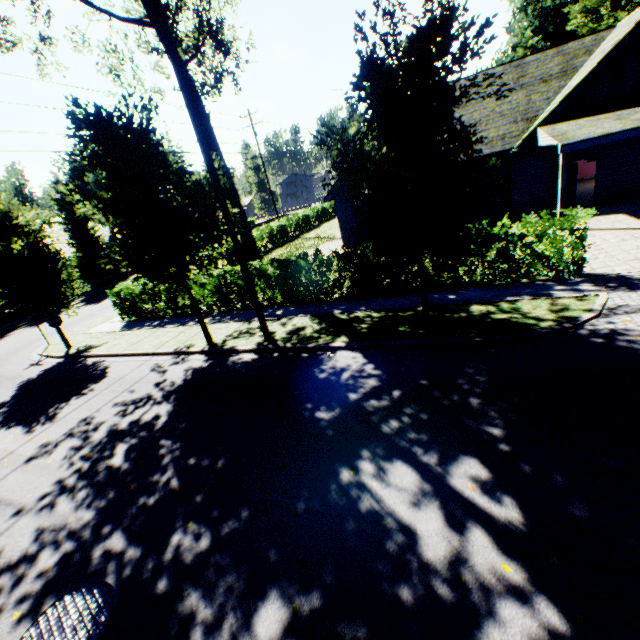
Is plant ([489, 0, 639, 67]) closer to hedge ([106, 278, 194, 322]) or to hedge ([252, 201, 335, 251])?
hedge ([252, 201, 335, 251])

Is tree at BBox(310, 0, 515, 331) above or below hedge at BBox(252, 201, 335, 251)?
above

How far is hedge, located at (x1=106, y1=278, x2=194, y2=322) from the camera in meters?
14.2

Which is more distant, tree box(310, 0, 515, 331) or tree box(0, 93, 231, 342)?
tree box(0, 93, 231, 342)

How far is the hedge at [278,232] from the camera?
28.2m

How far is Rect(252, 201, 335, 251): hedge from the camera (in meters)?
28.16

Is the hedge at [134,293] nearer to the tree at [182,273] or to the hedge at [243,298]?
the tree at [182,273]

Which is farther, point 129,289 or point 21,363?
point 129,289
